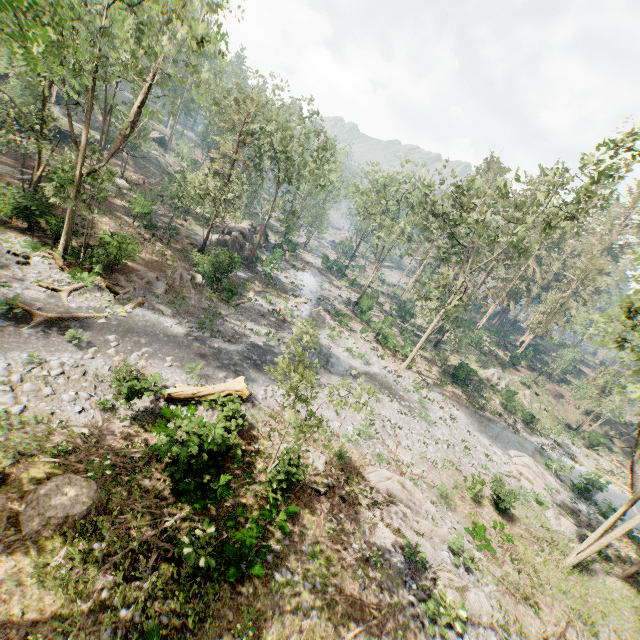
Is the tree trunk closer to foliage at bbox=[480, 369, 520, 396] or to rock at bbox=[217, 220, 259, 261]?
foliage at bbox=[480, 369, 520, 396]

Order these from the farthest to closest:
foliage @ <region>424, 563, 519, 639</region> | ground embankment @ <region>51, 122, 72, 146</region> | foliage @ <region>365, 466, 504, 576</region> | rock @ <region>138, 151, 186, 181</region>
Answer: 1. rock @ <region>138, 151, 186, 181</region>
2. ground embankment @ <region>51, 122, 72, 146</region>
3. foliage @ <region>365, 466, 504, 576</region>
4. foliage @ <region>424, 563, 519, 639</region>

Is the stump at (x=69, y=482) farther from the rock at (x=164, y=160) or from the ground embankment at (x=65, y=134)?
the rock at (x=164, y=160)

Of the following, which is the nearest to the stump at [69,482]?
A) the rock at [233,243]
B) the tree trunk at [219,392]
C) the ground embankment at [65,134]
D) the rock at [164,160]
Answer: the tree trunk at [219,392]

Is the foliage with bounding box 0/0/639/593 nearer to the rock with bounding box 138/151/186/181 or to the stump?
the rock with bounding box 138/151/186/181

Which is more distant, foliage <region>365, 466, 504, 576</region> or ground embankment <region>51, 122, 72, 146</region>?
ground embankment <region>51, 122, 72, 146</region>

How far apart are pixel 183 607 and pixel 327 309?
31.5m

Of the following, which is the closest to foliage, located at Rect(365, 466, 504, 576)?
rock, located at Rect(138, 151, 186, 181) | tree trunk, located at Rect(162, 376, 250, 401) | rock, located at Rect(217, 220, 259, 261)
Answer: rock, located at Rect(138, 151, 186, 181)
